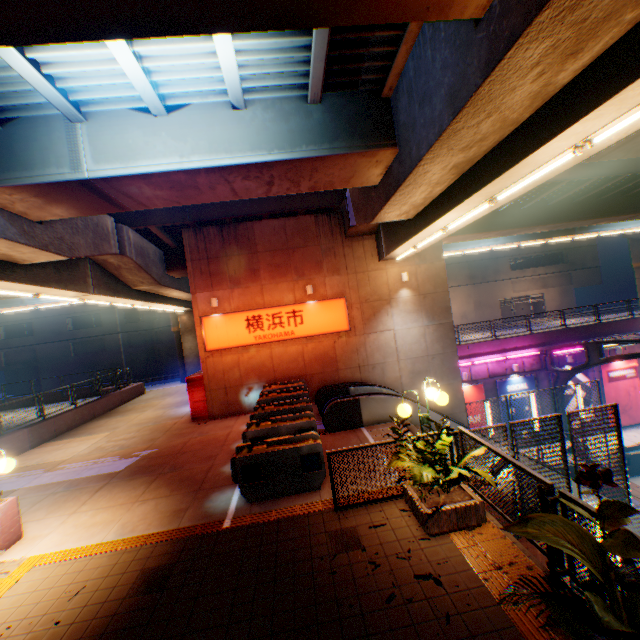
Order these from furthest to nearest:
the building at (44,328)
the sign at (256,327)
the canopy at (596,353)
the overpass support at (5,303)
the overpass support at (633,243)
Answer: the building at (44,328), the overpass support at (633,243), the overpass support at (5,303), the canopy at (596,353), the sign at (256,327)

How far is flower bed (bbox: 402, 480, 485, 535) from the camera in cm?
529

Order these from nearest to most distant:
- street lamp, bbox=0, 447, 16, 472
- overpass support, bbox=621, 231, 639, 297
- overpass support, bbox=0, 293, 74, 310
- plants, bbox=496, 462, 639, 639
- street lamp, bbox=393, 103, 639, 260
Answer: plants, bbox=496, 462, 639, 639 → street lamp, bbox=393, 103, 639, 260 → street lamp, bbox=0, 447, 16, 472 → overpass support, bbox=0, 293, 74, 310 → overpass support, bbox=621, 231, 639, 297

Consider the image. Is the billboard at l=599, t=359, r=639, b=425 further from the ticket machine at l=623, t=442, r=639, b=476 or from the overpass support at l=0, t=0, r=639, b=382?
the overpass support at l=0, t=0, r=639, b=382

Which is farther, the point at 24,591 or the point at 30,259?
the point at 30,259

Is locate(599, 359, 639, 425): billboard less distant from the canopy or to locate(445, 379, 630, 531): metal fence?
the canopy

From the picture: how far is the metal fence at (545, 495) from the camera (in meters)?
4.29

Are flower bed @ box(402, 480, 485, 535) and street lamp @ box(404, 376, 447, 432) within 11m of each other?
yes
